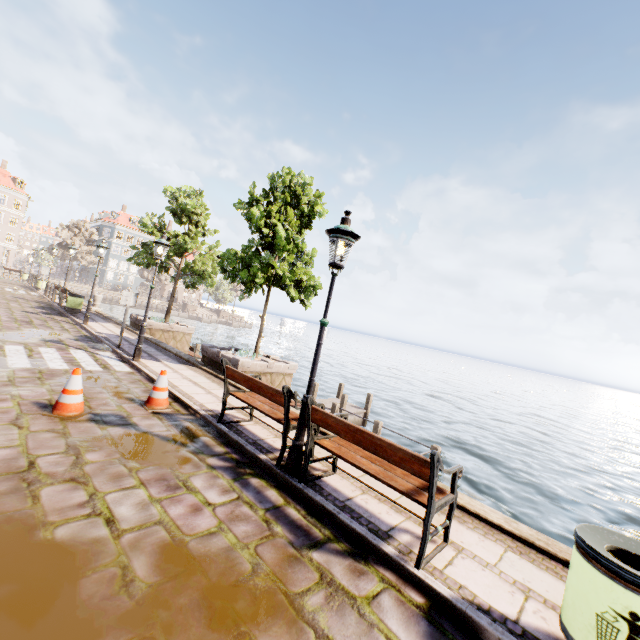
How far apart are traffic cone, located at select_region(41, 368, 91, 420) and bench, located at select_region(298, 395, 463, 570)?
3.7m

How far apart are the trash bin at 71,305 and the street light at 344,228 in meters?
17.6 m

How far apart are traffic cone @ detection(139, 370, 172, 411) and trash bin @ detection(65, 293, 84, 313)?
14.1 meters

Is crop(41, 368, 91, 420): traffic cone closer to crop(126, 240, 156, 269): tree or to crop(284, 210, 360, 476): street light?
crop(284, 210, 360, 476): street light

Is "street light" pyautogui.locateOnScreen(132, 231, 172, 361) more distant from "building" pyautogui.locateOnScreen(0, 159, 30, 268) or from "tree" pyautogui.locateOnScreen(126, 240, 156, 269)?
"building" pyautogui.locateOnScreen(0, 159, 30, 268)

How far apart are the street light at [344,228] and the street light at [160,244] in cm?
673

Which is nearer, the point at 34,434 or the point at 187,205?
the point at 34,434

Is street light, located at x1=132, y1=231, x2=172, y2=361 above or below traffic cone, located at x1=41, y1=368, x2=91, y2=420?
above
